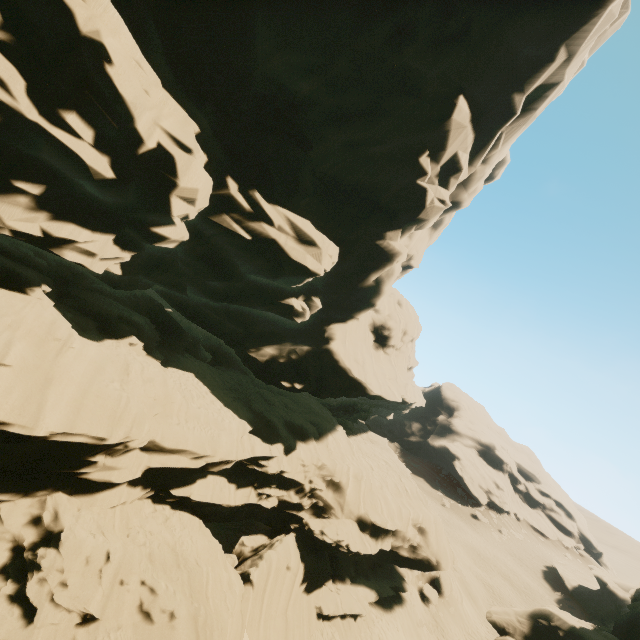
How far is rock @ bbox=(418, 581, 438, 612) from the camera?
26.95m

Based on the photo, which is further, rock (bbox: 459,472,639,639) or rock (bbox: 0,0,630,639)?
rock (bbox: 459,472,639,639)

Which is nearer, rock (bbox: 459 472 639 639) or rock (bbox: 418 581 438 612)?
rock (bbox: 459 472 639 639)

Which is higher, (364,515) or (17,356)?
(17,356)

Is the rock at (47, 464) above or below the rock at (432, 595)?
above

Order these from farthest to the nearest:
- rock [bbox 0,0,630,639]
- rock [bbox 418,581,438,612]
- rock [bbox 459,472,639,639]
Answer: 1. rock [bbox 418,581,438,612]
2. rock [bbox 459,472,639,639]
3. rock [bbox 0,0,630,639]

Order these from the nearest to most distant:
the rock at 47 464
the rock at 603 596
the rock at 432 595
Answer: the rock at 47 464
the rock at 603 596
the rock at 432 595
